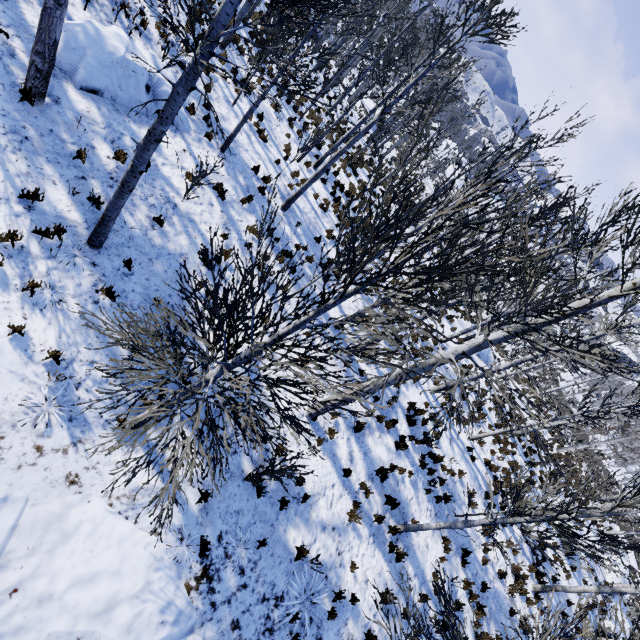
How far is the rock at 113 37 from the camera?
7.56m

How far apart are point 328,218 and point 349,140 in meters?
4.5 m

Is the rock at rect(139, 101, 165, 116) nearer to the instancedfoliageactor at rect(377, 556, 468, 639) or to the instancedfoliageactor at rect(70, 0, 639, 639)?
the instancedfoliageactor at rect(70, 0, 639, 639)

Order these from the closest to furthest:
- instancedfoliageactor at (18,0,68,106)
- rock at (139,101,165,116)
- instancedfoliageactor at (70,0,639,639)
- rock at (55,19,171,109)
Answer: instancedfoliageactor at (70,0,639,639) → instancedfoliageactor at (18,0,68,106) → rock at (55,19,171,109) → rock at (139,101,165,116)

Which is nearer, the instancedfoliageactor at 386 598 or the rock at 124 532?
the rock at 124 532

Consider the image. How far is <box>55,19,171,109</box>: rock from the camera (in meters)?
7.56

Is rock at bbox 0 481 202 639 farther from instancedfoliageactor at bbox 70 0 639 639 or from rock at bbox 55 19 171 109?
rock at bbox 55 19 171 109
